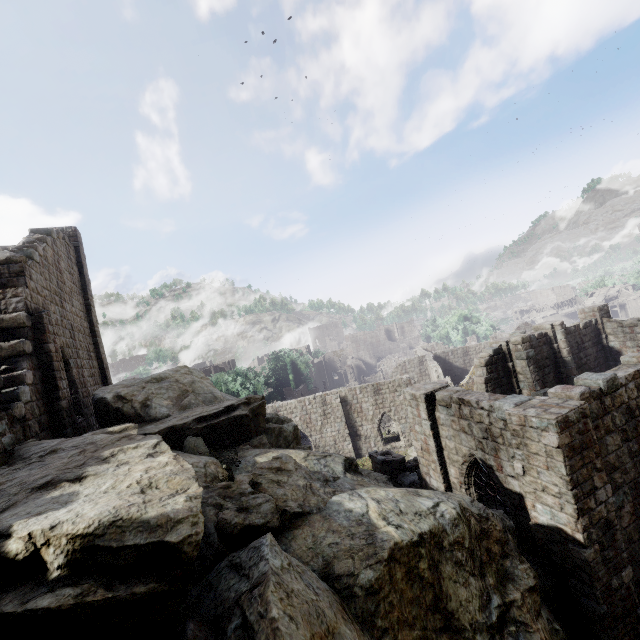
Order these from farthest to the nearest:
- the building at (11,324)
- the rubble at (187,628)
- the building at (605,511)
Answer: the building at (11,324)
the building at (605,511)
the rubble at (187,628)

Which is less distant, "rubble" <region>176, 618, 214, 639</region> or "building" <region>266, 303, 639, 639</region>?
"rubble" <region>176, 618, 214, 639</region>

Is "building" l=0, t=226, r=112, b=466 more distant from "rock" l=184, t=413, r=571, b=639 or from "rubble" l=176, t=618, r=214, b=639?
"rock" l=184, t=413, r=571, b=639

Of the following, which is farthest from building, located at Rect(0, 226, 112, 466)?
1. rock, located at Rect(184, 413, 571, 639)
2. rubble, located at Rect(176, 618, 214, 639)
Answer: rock, located at Rect(184, 413, 571, 639)

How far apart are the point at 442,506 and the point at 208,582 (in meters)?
4.35

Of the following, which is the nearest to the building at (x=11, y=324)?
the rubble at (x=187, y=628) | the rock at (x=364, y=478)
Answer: the rubble at (x=187, y=628)
